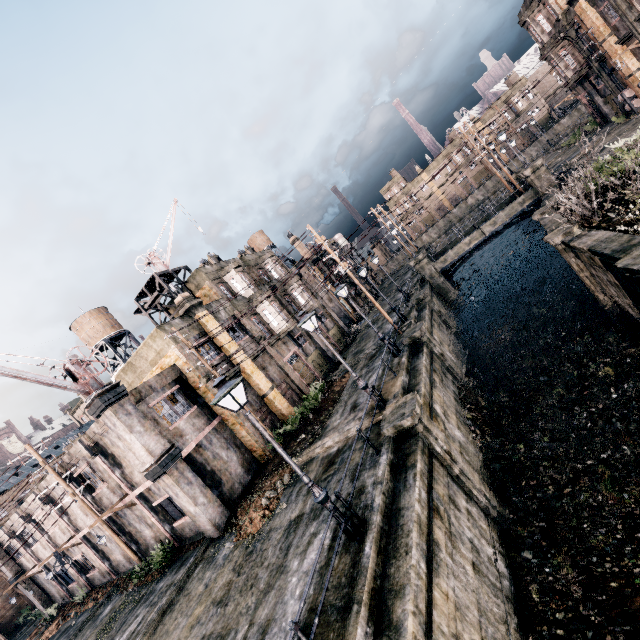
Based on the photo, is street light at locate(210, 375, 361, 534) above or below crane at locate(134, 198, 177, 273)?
below

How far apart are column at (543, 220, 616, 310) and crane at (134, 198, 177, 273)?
27.0m

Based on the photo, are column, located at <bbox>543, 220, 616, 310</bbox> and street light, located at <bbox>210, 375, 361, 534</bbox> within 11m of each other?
no

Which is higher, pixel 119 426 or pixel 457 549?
pixel 119 426

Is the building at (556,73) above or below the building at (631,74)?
above

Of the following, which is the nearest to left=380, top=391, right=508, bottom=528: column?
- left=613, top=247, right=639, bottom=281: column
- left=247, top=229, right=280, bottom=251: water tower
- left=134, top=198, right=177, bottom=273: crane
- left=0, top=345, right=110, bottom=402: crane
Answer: left=613, top=247, right=639, bottom=281: column

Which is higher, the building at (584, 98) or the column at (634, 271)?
the building at (584, 98)

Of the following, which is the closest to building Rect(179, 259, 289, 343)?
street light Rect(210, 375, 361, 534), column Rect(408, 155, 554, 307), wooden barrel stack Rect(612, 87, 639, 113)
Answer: street light Rect(210, 375, 361, 534)
